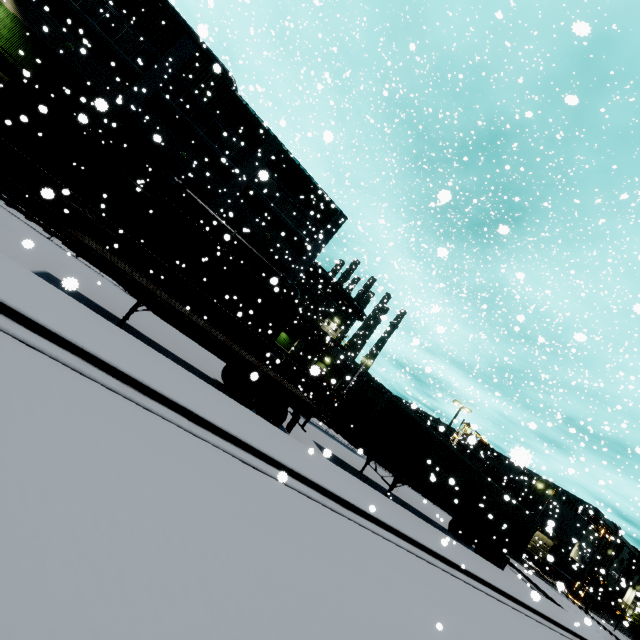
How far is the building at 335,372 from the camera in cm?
3898

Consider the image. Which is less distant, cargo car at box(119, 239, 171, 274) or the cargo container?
cargo car at box(119, 239, 171, 274)

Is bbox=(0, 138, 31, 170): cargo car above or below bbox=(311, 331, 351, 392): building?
below

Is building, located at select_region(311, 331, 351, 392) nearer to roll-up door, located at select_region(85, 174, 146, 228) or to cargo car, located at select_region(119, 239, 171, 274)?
roll-up door, located at select_region(85, 174, 146, 228)

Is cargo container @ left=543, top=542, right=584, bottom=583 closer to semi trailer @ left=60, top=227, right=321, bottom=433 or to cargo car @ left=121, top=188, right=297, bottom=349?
semi trailer @ left=60, top=227, right=321, bottom=433

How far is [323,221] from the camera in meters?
28.0

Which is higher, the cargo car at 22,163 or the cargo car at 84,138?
the cargo car at 84,138

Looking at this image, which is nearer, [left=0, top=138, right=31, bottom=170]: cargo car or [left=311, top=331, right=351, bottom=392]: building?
[left=0, top=138, right=31, bottom=170]: cargo car
